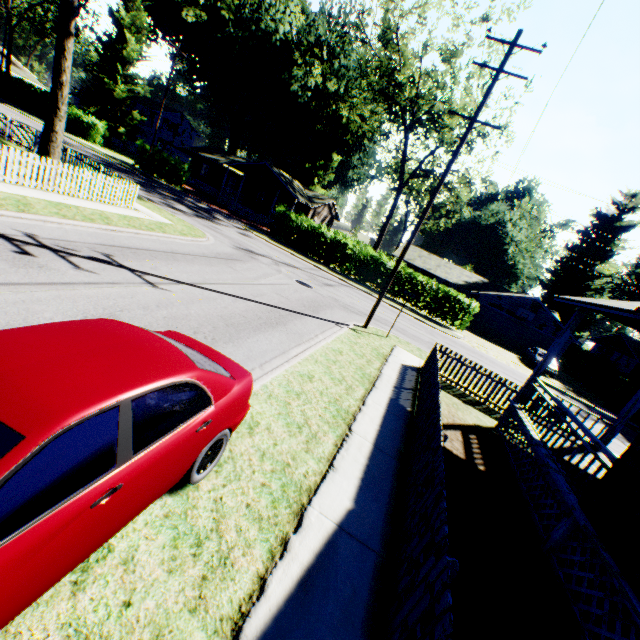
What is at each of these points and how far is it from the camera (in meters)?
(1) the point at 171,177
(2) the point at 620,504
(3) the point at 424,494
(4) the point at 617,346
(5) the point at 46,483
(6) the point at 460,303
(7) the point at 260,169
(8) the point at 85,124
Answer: (1) hedge, 34.03
(2) house, 4.85
(3) fence, 4.49
(4) house, 39.12
(5) car, 2.05
(6) hedge, 26.31
(7) house, 38.00
(8) hedge, 38.50

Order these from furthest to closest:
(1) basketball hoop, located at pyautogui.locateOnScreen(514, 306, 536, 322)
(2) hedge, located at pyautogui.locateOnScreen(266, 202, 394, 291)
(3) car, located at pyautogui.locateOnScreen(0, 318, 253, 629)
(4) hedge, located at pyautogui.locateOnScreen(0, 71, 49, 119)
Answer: (4) hedge, located at pyautogui.locateOnScreen(0, 71, 49, 119), (1) basketball hoop, located at pyautogui.locateOnScreen(514, 306, 536, 322), (2) hedge, located at pyautogui.locateOnScreen(266, 202, 394, 291), (3) car, located at pyautogui.locateOnScreen(0, 318, 253, 629)

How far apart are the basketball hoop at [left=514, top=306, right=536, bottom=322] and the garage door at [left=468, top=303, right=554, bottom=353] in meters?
0.5 m

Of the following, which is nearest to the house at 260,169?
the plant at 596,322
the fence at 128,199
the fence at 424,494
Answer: the fence at 128,199

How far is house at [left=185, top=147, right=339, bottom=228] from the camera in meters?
37.9 m

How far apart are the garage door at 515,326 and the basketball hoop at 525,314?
0.5 meters

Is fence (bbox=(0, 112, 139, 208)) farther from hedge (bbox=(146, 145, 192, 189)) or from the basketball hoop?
the basketball hoop

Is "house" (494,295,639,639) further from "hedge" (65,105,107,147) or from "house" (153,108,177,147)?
"house" (153,108,177,147)
